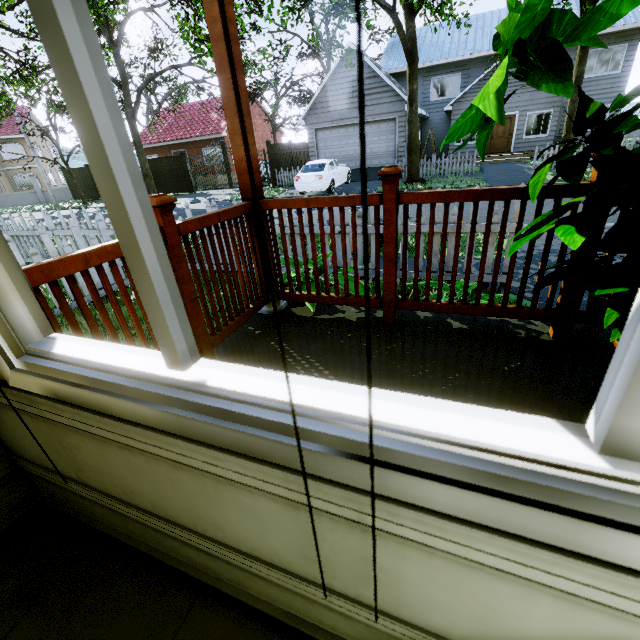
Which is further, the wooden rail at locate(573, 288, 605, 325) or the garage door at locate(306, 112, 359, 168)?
the garage door at locate(306, 112, 359, 168)

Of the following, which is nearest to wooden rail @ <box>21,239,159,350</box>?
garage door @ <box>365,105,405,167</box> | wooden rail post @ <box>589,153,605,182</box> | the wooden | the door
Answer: the wooden

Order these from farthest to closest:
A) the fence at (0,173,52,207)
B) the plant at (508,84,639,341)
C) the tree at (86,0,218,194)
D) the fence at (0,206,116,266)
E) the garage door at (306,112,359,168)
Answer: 1. the fence at (0,173,52,207)
2. the garage door at (306,112,359,168)
3. the tree at (86,0,218,194)
4. the fence at (0,206,116,266)
5. the plant at (508,84,639,341)

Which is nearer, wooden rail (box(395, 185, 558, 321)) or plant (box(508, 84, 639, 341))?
plant (box(508, 84, 639, 341))

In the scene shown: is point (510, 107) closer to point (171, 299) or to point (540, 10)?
point (540, 10)

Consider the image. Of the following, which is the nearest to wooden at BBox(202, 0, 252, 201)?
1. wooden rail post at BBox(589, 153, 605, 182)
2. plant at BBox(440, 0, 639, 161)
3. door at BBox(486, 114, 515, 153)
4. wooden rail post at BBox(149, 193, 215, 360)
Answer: wooden rail post at BBox(149, 193, 215, 360)

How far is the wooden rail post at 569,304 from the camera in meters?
1.9 m

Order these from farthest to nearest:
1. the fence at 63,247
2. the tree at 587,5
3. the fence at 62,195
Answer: the fence at 62,195, the tree at 587,5, the fence at 63,247
